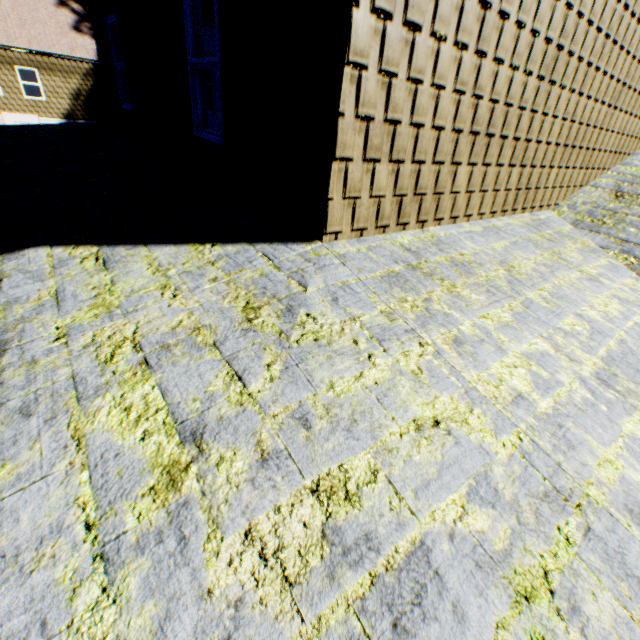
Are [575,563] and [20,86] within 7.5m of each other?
no
